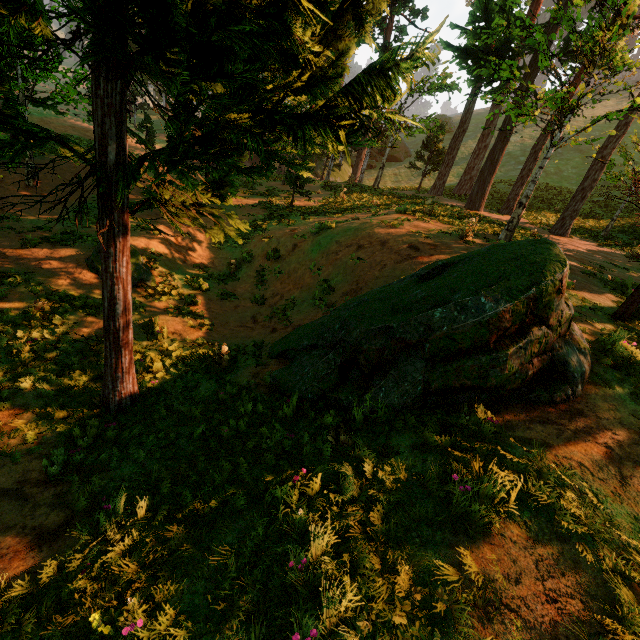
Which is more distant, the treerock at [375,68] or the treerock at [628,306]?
the treerock at [628,306]

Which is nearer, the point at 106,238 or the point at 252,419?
the point at 106,238

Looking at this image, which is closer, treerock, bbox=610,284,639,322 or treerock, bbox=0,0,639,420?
treerock, bbox=0,0,639,420
